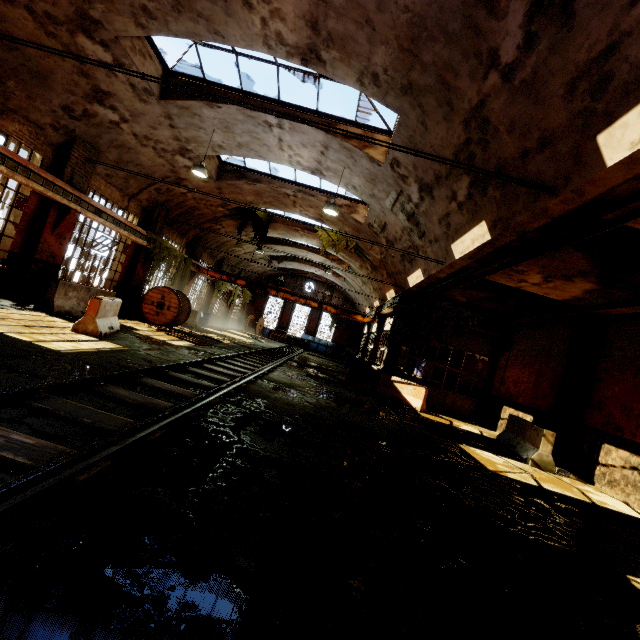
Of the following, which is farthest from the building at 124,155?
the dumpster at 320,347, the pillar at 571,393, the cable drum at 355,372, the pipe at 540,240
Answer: the pillar at 571,393

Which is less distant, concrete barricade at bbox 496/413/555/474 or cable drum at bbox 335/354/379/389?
concrete barricade at bbox 496/413/555/474

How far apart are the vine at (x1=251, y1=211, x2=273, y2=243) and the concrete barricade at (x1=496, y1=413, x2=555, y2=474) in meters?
15.3 m

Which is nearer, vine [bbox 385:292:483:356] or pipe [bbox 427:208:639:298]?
pipe [bbox 427:208:639:298]

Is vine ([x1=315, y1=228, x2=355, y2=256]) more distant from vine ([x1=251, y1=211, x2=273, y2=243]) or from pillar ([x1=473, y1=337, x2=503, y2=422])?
pillar ([x1=473, y1=337, x2=503, y2=422])

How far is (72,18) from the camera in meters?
7.2

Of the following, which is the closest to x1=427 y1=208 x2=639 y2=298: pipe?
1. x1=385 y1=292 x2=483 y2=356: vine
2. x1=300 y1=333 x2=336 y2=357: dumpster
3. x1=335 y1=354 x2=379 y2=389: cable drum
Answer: x1=385 y1=292 x2=483 y2=356: vine

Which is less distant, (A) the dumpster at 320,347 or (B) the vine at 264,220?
(B) the vine at 264,220
